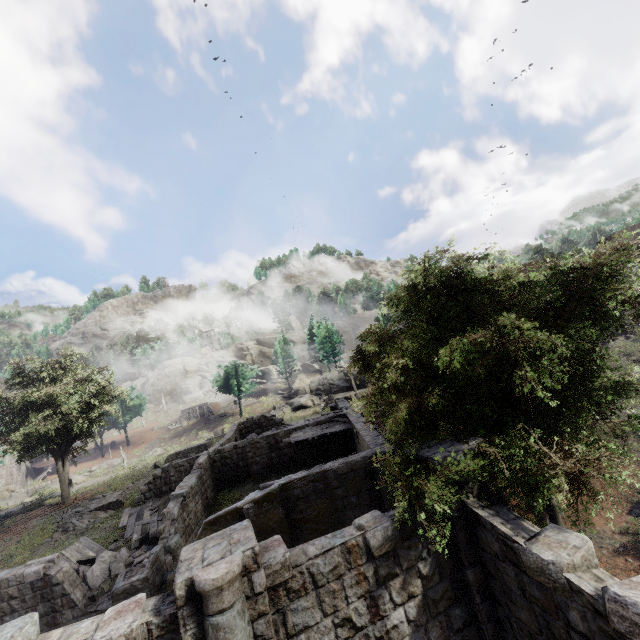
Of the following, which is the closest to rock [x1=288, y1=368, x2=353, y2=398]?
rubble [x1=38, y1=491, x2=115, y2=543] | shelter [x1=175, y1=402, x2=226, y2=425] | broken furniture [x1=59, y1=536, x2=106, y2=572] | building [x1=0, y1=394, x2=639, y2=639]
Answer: shelter [x1=175, y1=402, x2=226, y2=425]

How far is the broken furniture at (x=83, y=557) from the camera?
14.8 meters

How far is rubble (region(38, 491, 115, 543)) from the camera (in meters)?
18.67

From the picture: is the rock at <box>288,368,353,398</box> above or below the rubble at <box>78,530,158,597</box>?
above

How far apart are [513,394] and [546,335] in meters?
3.0

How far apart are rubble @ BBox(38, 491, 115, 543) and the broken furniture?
2.29m

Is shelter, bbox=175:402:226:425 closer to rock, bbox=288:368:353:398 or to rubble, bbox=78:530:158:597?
rock, bbox=288:368:353:398

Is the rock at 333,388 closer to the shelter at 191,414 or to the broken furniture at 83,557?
the shelter at 191,414
